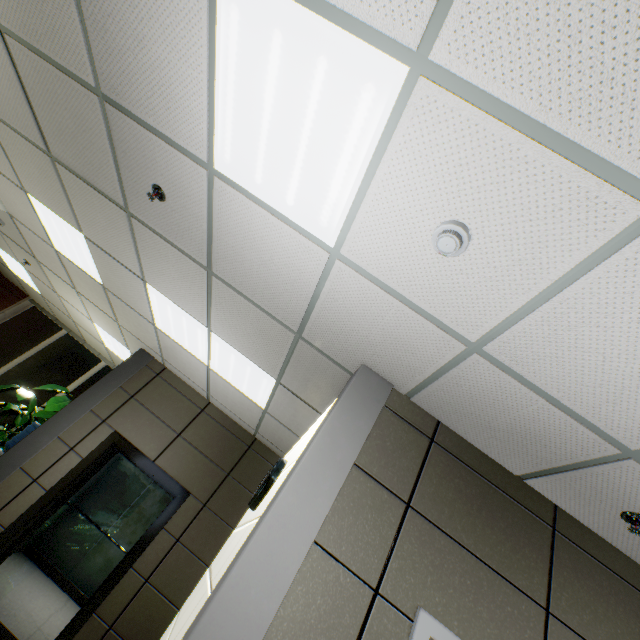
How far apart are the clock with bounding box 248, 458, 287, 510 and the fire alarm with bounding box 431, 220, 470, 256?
2.78m

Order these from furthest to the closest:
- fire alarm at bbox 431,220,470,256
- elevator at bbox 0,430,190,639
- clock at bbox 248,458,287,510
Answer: elevator at bbox 0,430,190,639 < clock at bbox 248,458,287,510 < fire alarm at bbox 431,220,470,256

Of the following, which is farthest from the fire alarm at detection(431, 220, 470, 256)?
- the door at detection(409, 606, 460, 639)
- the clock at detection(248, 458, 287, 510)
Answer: the clock at detection(248, 458, 287, 510)

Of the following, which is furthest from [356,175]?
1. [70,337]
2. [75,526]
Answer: [70,337]

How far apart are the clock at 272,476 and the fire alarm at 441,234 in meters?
2.8

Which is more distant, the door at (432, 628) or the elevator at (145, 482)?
the elevator at (145, 482)

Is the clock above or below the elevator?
above

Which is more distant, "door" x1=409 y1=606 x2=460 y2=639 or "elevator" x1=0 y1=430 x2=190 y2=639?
"elevator" x1=0 y1=430 x2=190 y2=639
